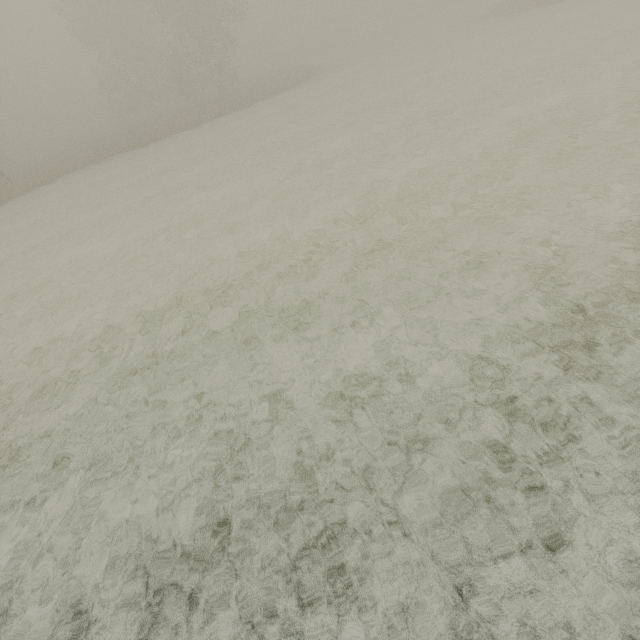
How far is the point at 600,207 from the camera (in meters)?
6.38
